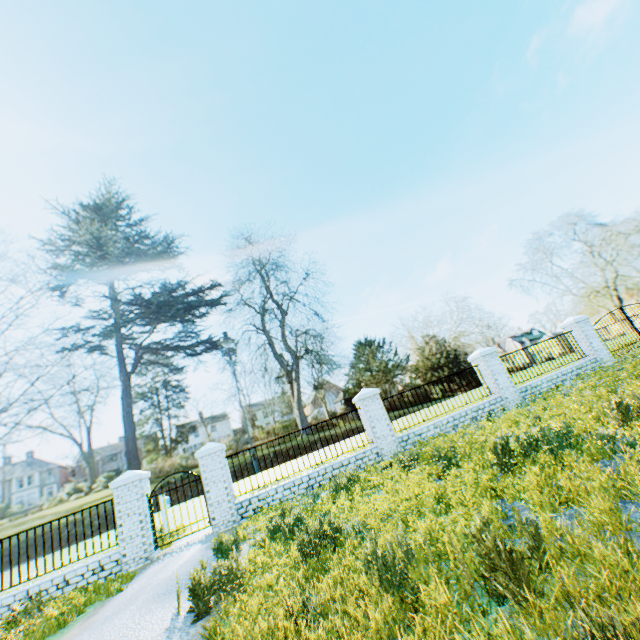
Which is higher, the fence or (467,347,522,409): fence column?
(467,347,522,409): fence column

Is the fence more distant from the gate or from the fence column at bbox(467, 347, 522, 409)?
the gate

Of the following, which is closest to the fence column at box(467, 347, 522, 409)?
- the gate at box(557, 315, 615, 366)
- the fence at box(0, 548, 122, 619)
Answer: the gate at box(557, 315, 615, 366)

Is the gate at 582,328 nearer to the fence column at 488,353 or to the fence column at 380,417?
the fence column at 488,353

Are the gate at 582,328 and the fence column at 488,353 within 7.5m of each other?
yes

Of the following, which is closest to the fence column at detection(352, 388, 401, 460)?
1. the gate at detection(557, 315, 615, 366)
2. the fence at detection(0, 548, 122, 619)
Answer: the fence at detection(0, 548, 122, 619)

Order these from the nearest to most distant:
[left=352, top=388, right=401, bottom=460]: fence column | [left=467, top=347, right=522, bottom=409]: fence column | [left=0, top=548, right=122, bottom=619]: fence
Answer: [left=0, top=548, right=122, bottom=619]: fence < [left=352, top=388, right=401, bottom=460]: fence column < [left=467, top=347, right=522, bottom=409]: fence column

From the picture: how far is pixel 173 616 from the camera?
4.1 meters
